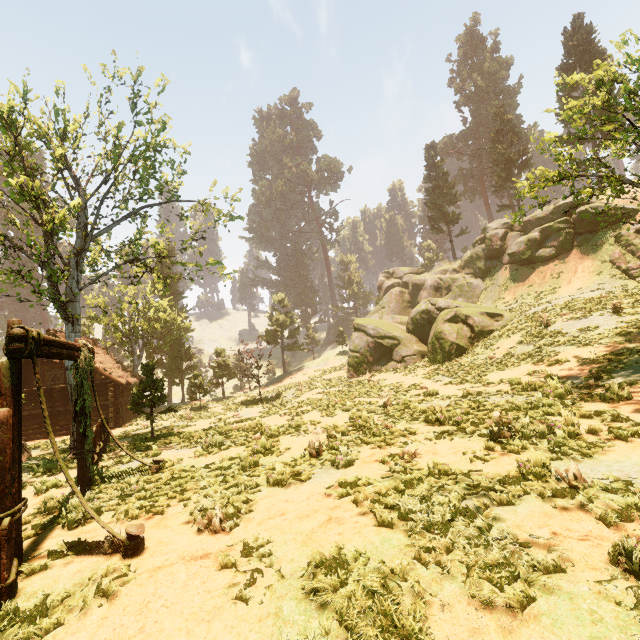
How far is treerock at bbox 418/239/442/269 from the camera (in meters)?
53.60

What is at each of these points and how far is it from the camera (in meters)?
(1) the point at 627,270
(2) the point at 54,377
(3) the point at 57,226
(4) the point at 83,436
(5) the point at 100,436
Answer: (1) rock, 19.77
(2) building, 24.47
(3) treerock, 11.63
(4) fence arch, 7.97
(5) fence, 11.96

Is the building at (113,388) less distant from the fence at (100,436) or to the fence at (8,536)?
the fence at (100,436)

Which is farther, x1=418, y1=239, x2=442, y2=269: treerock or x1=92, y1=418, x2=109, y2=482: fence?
x1=418, y1=239, x2=442, y2=269: treerock

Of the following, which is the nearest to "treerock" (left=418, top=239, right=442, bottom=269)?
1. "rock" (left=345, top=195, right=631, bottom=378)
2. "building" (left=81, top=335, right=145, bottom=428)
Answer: "building" (left=81, top=335, right=145, bottom=428)

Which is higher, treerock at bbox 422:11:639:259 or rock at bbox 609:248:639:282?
treerock at bbox 422:11:639:259

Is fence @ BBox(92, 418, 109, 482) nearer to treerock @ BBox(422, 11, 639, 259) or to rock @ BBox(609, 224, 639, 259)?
treerock @ BBox(422, 11, 639, 259)

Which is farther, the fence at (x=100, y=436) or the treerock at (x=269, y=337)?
the treerock at (x=269, y=337)
